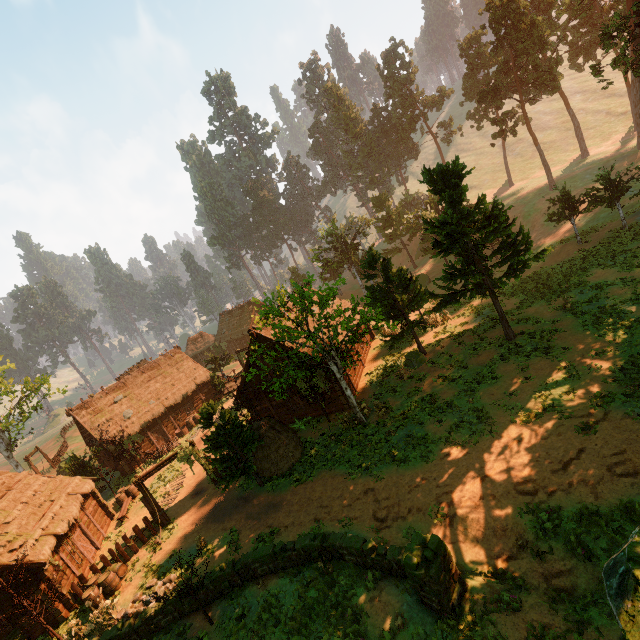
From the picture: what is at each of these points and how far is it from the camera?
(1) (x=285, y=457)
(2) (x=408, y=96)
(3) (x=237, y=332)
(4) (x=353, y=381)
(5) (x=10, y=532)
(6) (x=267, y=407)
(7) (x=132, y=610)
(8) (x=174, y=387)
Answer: (1) hay bale, 19.81m
(2) treerock, 55.56m
(3) building, 59.09m
(4) building, 24.48m
(5) building, 17.25m
(6) building, 24.72m
(7) rock, 14.59m
(8) building, 35.84m

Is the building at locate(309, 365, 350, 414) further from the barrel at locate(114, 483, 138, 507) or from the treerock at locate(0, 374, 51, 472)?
the barrel at locate(114, 483, 138, 507)

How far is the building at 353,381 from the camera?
23.8m

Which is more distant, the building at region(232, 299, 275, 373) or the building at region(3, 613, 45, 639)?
the building at region(232, 299, 275, 373)

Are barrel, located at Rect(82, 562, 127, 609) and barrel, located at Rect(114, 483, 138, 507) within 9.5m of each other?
yes

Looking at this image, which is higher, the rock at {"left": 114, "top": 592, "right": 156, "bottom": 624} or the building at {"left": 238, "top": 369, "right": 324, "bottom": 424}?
the building at {"left": 238, "top": 369, "right": 324, "bottom": 424}

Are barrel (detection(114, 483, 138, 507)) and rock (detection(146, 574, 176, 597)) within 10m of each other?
no

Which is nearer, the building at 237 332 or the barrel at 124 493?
the building at 237 332
